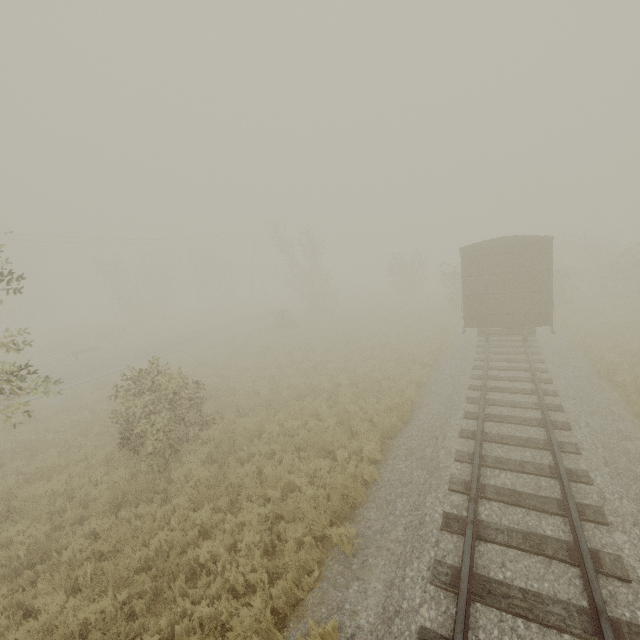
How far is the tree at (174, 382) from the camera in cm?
921

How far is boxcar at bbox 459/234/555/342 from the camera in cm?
1311

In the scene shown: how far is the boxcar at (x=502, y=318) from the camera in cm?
1311

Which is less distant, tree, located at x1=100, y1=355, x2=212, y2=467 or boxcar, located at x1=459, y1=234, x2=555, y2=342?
tree, located at x1=100, y1=355, x2=212, y2=467

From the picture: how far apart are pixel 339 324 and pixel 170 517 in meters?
19.5

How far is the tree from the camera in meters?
9.2
